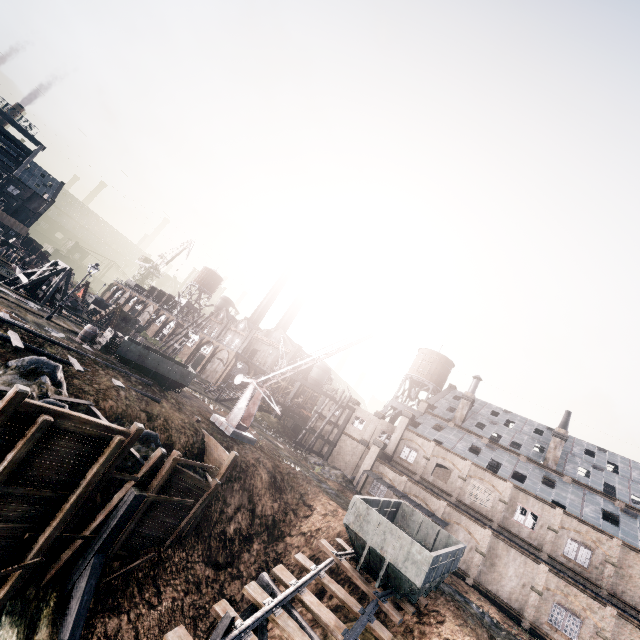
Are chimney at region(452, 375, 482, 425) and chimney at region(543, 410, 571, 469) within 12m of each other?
yes

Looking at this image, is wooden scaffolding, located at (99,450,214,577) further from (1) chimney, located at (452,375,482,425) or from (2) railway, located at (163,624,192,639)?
(1) chimney, located at (452,375,482,425)

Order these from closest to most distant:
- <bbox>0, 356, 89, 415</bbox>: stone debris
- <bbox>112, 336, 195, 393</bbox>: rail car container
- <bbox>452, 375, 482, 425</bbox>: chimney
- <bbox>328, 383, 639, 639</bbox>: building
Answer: <bbox>0, 356, 89, 415</bbox>: stone debris → <bbox>112, 336, 195, 393</bbox>: rail car container → <bbox>328, 383, 639, 639</bbox>: building → <bbox>452, 375, 482, 425</bbox>: chimney

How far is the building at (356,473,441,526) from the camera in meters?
35.2 m

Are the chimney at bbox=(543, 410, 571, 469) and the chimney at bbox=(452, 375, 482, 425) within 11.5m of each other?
yes

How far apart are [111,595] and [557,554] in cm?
3819

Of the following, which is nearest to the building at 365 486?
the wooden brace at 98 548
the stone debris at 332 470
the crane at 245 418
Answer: the stone debris at 332 470

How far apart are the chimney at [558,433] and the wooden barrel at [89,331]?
50.2m
